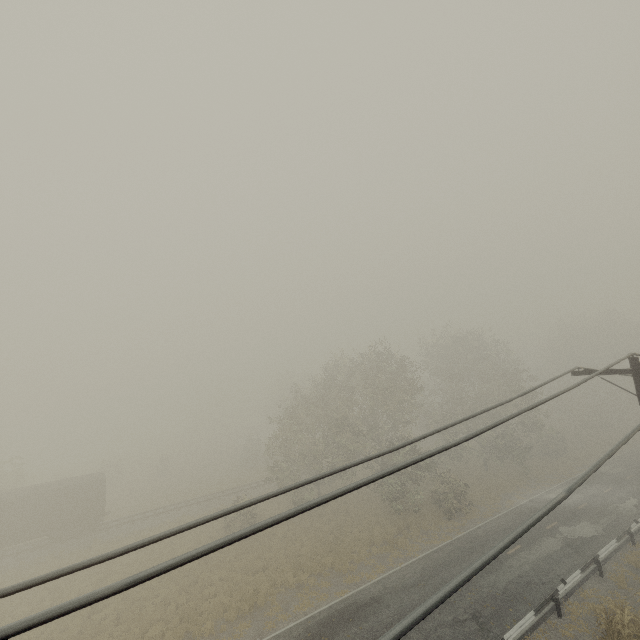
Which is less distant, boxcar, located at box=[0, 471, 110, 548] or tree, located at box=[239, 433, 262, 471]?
boxcar, located at box=[0, 471, 110, 548]

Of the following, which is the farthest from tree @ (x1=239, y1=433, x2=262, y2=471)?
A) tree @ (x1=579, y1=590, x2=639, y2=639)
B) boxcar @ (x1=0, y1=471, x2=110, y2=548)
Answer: tree @ (x1=579, y1=590, x2=639, y2=639)

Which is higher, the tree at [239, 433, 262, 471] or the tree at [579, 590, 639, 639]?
the tree at [239, 433, 262, 471]

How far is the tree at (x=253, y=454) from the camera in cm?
4859

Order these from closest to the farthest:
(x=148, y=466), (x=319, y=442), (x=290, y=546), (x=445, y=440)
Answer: (x=290, y=546)
(x=319, y=442)
(x=445, y=440)
(x=148, y=466)

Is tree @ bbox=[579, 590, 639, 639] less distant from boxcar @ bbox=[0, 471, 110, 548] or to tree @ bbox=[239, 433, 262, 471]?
tree @ bbox=[239, 433, 262, 471]

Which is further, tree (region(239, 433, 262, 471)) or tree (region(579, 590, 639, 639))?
tree (region(239, 433, 262, 471))

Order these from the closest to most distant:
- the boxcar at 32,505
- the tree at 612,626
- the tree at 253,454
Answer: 1. the tree at 612,626
2. the boxcar at 32,505
3. the tree at 253,454
